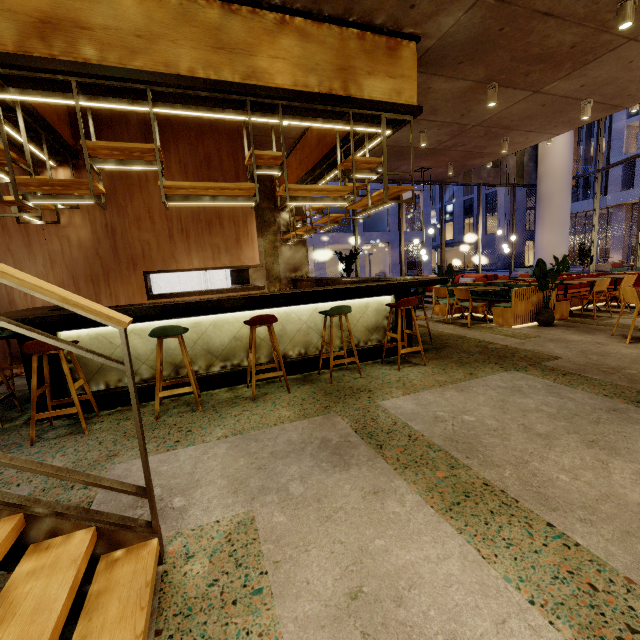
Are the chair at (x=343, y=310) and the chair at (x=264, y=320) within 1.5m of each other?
yes

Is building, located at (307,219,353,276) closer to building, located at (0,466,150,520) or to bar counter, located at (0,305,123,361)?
building, located at (0,466,150,520)

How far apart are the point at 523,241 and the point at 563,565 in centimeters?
5174cm

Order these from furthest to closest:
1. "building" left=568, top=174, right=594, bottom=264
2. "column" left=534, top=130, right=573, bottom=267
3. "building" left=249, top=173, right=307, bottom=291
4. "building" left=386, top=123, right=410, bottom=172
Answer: "building" left=568, top=174, right=594, bottom=264 < "column" left=534, top=130, right=573, bottom=267 < "building" left=249, top=173, right=307, bottom=291 < "building" left=386, top=123, right=410, bottom=172

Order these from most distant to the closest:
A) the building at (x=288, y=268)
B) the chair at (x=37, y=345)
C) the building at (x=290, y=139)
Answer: the building at (x=288, y=268), the building at (x=290, y=139), the chair at (x=37, y=345)

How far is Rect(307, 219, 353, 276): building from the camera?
29.1m

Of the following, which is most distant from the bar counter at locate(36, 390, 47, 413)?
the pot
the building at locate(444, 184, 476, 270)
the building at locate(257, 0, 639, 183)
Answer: the building at locate(444, 184, 476, 270)

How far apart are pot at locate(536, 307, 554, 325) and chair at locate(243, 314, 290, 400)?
5.5m
